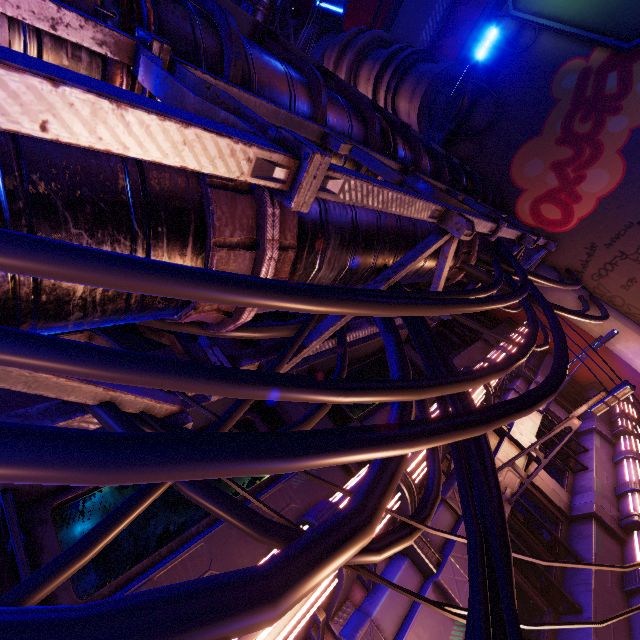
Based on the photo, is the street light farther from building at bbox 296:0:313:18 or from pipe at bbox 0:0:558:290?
building at bbox 296:0:313:18

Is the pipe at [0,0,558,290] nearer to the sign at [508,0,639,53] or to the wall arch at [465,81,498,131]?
the wall arch at [465,81,498,131]

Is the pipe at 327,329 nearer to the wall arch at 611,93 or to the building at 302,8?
the wall arch at 611,93

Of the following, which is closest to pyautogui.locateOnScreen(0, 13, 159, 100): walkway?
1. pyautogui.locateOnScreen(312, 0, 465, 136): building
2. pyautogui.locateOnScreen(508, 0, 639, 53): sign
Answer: pyautogui.locateOnScreen(312, 0, 465, 136): building

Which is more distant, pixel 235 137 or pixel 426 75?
pixel 426 75

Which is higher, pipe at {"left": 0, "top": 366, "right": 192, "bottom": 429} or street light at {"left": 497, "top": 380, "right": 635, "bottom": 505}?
pipe at {"left": 0, "top": 366, "right": 192, "bottom": 429}

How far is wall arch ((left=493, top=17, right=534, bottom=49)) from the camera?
13.35m

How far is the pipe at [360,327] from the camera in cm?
449
